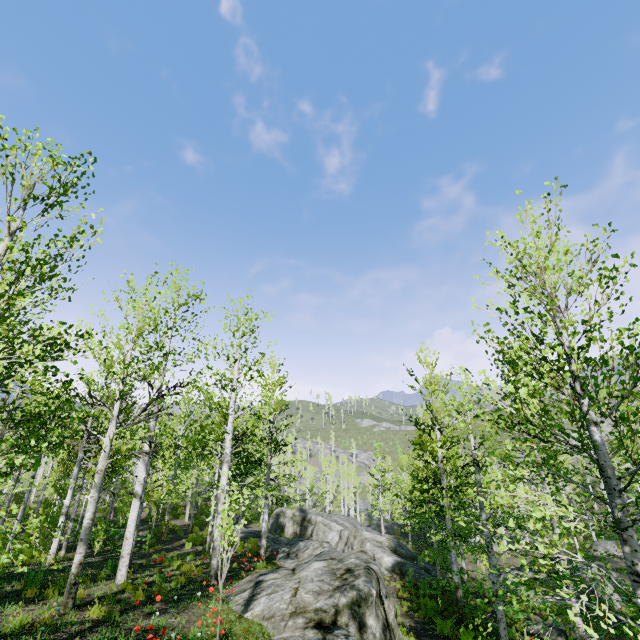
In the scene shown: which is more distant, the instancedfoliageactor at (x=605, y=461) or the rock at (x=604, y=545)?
the rock at (x=604, y=545)

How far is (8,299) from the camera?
4.1m

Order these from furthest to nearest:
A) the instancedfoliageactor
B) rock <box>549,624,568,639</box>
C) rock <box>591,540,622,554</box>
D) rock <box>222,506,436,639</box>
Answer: rock <box>591,540,622,554</box>
rock <box>549,624,568,639</box>
rock <box>222,506,436,639</box>
the instancedfoliageactor

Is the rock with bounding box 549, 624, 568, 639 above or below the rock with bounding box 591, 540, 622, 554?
above

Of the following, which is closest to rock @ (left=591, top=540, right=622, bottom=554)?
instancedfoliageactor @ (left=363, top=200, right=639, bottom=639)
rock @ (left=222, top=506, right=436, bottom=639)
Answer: rock @ (left=222, top=506, right=436, bottom=639)

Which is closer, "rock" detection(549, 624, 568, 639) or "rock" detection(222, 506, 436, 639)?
"rock" detection(222, 506, 436, 639)

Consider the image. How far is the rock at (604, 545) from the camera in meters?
29.1

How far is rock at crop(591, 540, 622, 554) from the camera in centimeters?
2909cm
